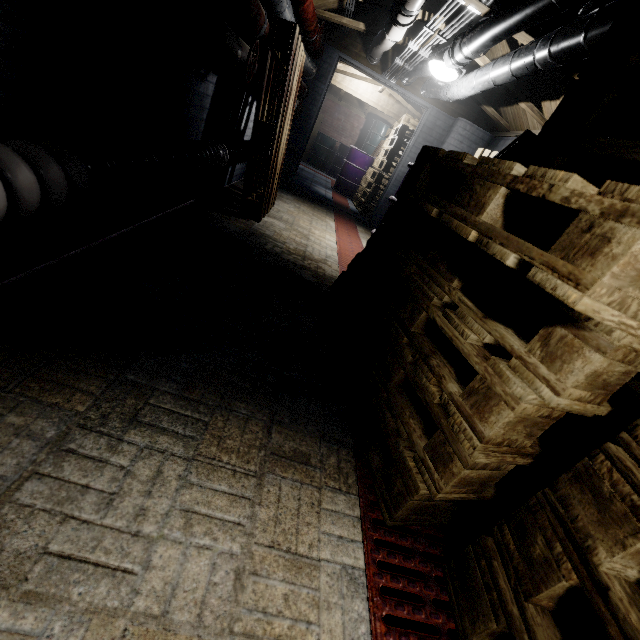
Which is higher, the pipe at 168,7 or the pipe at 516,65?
the pipe at 516,65

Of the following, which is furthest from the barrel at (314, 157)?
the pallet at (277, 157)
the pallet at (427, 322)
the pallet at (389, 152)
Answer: the pallet at (427, 322)

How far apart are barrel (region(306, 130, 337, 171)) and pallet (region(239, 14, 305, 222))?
7.7m

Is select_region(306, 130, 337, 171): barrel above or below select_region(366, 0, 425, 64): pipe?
below

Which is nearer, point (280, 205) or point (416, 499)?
point (416, 499)

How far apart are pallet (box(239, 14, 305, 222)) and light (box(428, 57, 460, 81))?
1.20m

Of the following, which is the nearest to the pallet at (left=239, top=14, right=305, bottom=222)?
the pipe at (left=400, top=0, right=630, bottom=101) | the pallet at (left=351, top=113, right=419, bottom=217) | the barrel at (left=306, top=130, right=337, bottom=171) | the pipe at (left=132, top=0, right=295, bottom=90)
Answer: the pipe at (left=132, top=0, right=295, bottom=90)

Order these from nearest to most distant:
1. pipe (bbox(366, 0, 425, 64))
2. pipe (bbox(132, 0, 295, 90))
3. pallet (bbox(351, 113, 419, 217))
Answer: pipe (bbox(132, 0, 295, 90)), pipe (bbox(366, 0, 425, 64)), pallet (bbox(351, 113, 419, 217))
